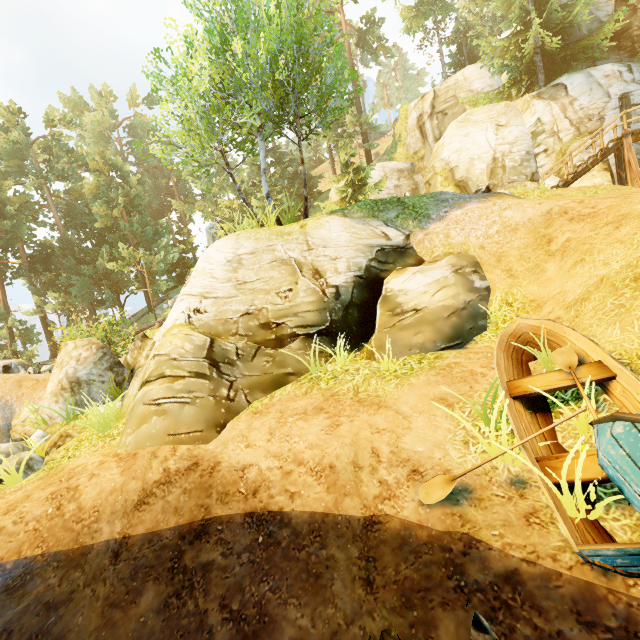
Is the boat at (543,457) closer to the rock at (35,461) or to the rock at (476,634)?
the rock at (476,634)

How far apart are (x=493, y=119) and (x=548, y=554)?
25.2m

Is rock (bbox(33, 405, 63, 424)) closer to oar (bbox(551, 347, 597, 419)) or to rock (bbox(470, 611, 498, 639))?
rock (bbox(470, 611, 498, 639))

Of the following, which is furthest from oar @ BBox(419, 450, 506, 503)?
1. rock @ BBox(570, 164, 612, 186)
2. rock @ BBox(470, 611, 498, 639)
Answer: rock @ BBox(570, 164, 612, 186)

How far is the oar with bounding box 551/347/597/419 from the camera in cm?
395

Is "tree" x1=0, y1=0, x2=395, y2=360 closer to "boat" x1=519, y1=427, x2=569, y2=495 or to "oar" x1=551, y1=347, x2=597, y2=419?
"boat" x1=519, y1=427, x2=569, y2=495

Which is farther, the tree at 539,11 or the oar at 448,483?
the tree at 539,11

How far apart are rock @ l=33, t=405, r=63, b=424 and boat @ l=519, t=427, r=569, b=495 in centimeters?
1056cm
